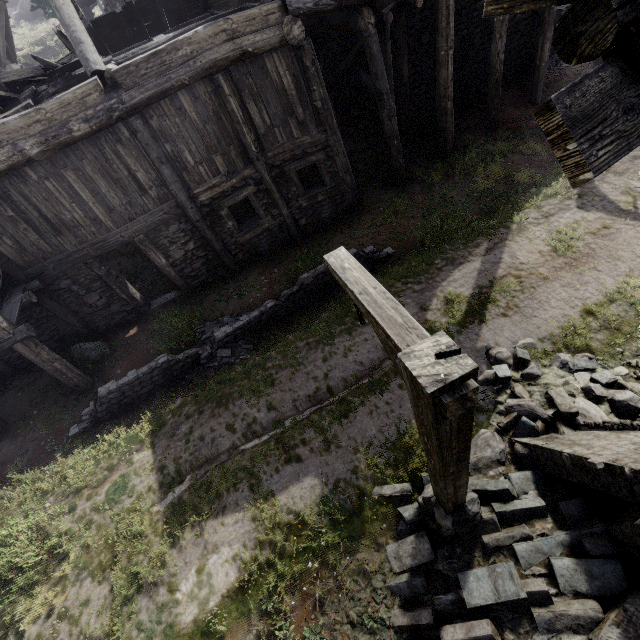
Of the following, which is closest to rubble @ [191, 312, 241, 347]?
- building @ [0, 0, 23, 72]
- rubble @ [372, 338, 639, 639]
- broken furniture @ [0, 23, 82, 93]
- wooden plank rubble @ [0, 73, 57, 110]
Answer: building @ [0, 0, 23, 72]

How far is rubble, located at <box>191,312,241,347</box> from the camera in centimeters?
876cm

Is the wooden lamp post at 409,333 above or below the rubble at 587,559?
above

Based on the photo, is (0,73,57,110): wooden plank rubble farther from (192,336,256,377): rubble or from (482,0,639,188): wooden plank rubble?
(482,0,639,188): wooden plank rubble

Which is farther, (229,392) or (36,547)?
(229,392)

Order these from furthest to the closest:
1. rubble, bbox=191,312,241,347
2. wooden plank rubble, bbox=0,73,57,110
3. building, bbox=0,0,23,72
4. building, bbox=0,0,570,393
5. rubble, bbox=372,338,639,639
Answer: building, bbox=0,0,23,72 → rubble, bbox=191,312,241,347 → wooden plank rubble, bbox=0,73,57,110 → building, bbox=0,0,570,393 → rubble, bbox=372,338,639,639

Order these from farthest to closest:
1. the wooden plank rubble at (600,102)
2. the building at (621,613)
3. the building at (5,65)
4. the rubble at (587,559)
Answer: the building at (5,65)
the rubble at (587,559)
the building at (621,613)
the wooden plank rubble at (600,102)
